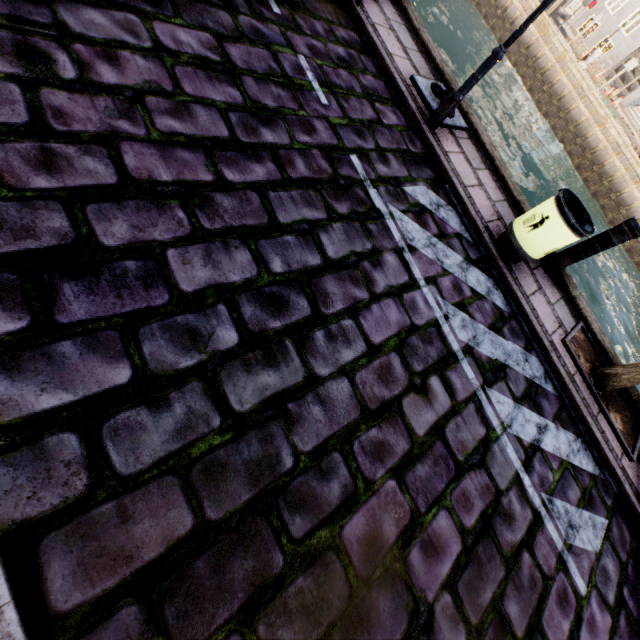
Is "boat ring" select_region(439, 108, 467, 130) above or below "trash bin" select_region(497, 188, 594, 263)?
below

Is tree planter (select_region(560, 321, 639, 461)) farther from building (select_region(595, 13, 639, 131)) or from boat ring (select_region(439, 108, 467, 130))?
building (select_region(595, 13, 639, 131))

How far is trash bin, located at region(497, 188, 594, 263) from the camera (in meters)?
4.23

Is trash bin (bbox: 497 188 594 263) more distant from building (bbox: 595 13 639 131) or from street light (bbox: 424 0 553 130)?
building (bbox: 595 13 639 131)

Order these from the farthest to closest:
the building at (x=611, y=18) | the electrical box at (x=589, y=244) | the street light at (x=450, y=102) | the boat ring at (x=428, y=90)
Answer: the building at (x=611, y=18), the boat ring at (x=428, y=90), the electrical box at (x=589, y=244), the street light at (x=450, y=102)

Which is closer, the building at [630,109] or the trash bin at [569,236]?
the trash bin at [569,236]

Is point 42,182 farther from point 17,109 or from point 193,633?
point 193,633

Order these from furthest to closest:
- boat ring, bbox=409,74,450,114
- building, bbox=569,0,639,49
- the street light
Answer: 1. building, bbox=569,0,639,49
2. boat ring, bbox=409,74,450,114
3. the street light
